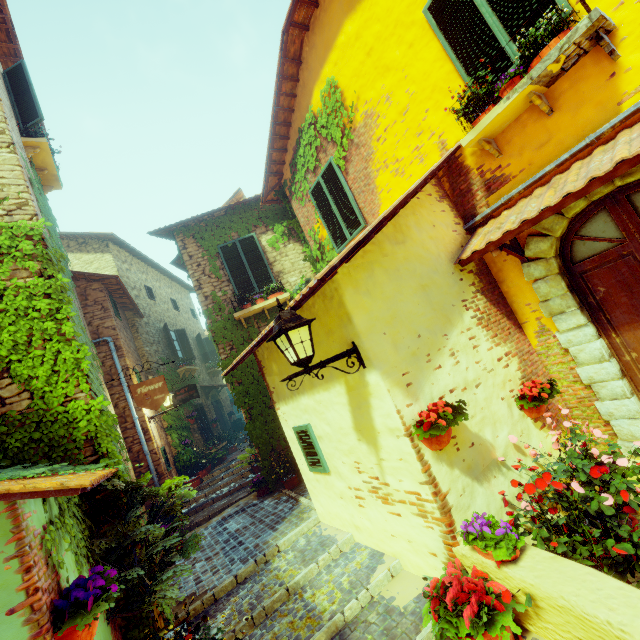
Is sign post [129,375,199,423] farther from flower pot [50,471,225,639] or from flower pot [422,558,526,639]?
flower pot [422,558,526,639]

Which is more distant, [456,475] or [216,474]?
[216,474]

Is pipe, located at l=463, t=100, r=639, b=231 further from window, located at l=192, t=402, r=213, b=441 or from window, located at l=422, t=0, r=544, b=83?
window, located at l=192, t=402, r=213, b=441

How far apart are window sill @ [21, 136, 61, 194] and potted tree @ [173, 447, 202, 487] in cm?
836

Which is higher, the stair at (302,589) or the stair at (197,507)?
the stair at (197,507)

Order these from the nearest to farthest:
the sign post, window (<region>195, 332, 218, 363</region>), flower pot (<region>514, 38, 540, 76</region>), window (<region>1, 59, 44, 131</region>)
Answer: flower pot (<region>514, 38, 540, 76</region>) < the sign post < window (<region>1, 59, 44, 131</region>) < window (<region>195, 332, 218, 363</region>)

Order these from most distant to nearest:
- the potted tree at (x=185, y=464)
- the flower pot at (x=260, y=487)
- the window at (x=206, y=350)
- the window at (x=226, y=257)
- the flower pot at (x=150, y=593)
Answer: the window at (x=206, y=350), the potted tree at (x=185, y=464), the window at (x=226, y=257), the flower pot at (x=260, y=487), the flower pot at (x=150, y=593)

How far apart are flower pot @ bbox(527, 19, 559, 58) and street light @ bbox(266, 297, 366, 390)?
3.3 meters
